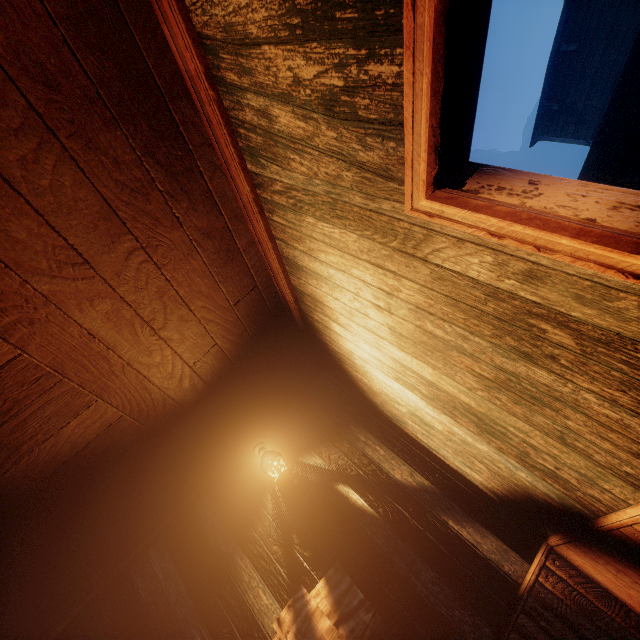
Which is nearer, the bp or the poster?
the poster

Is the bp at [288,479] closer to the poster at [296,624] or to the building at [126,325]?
the building at [126,325]

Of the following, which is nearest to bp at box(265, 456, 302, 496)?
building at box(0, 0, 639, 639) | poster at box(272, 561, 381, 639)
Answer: building at box(0, 0, 639, 639)

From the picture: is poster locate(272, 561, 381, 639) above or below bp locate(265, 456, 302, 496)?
below

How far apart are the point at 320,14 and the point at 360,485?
3.8m

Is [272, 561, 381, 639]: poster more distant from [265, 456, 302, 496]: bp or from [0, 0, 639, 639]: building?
[265, 456, 302, 496]: bp

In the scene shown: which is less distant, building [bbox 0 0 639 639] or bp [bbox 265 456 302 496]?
building [bbox 0 0 639 639]
